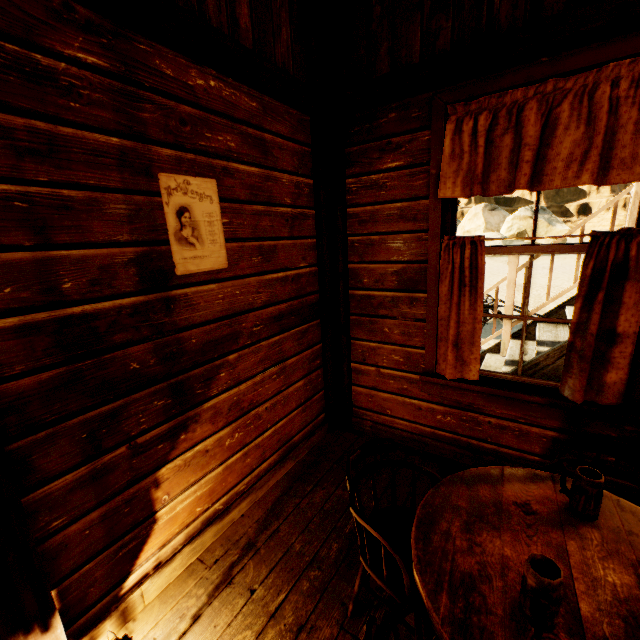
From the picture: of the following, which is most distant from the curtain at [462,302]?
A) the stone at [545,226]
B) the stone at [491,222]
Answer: the stone at [491,222]

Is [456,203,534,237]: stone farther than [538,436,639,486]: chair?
Yes

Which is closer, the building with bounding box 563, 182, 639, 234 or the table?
the table

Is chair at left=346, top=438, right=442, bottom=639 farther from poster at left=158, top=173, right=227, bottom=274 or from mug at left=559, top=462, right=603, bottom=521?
poster at left=158, top=173, right=227, bottom=274

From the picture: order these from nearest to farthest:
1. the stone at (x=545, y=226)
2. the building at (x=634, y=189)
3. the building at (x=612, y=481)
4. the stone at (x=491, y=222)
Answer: the building at (x=612, y=481) < the building at (x=634, y=189) < the stone at (x=545, y=226) < the stone at (x=491, y=222)

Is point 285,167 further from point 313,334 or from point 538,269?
point 538,269

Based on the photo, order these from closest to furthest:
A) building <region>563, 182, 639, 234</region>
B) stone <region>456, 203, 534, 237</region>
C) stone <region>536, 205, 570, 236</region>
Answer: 1. building <region>563, 182, 639, 234</region>
2. stone <region>536, 205, 570, 236</region>
3. stone <region>456, 203, 534, 237</region>
